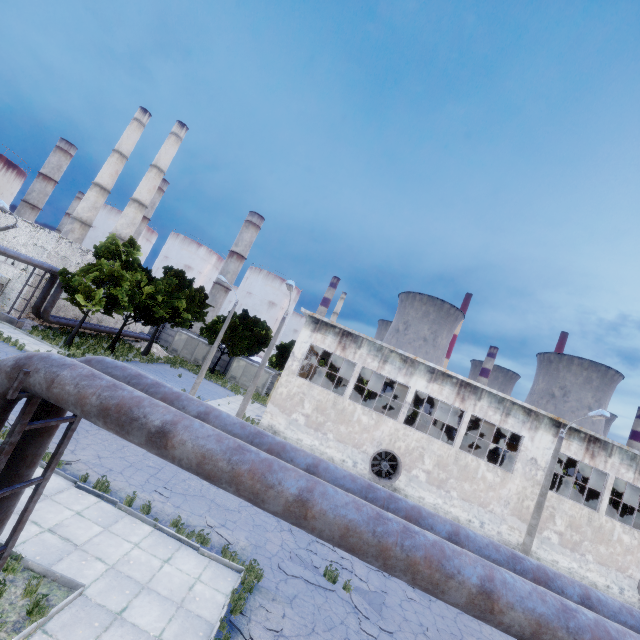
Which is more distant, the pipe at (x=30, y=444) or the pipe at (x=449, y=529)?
the pipe at (x=30, y=444)

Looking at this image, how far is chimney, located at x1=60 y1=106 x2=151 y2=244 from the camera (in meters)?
48.55

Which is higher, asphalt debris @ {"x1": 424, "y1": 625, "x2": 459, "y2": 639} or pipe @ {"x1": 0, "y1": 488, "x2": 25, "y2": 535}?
pipe @ {"x1": 0, "y1": 488, "x2": 25, "y2": 535}

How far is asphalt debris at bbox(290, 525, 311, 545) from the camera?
12.9 meters

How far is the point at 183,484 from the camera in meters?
13.3

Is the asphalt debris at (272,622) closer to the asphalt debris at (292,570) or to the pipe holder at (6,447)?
the asphalt debris at (292,570)

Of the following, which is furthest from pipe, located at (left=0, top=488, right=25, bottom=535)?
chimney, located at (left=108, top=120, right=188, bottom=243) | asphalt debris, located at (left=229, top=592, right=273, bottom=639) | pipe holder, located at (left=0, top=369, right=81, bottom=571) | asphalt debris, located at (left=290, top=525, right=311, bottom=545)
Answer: chimney, located at (left=108, top=120, right=188, bottom=243)

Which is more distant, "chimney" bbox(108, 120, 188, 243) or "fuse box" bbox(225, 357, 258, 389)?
"chimney" bbox(108, 120, 188, 243)
